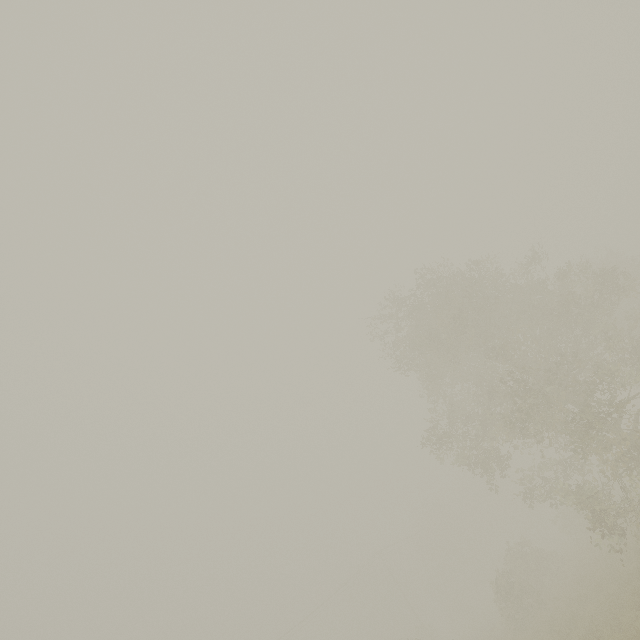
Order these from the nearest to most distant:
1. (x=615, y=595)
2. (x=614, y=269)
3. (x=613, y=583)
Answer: (x=615, y=595) → (x=613, y=583) → (x=614, y=269)
